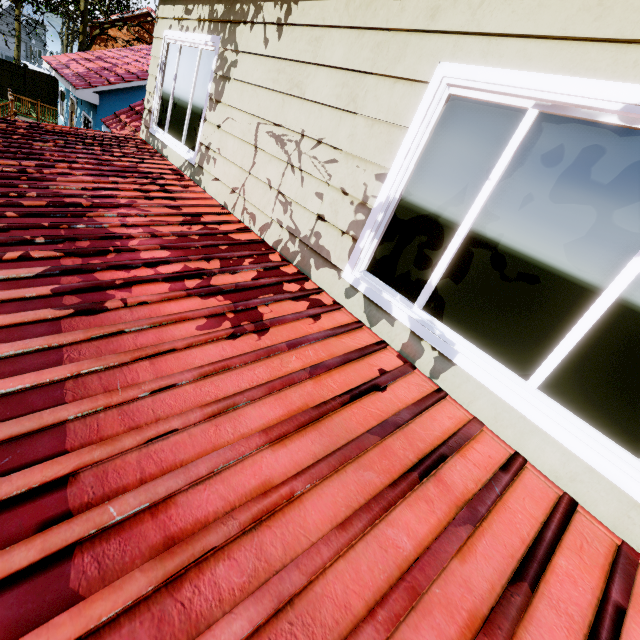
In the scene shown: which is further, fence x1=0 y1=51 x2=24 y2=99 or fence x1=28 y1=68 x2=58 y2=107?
fence x1=28 y1=68 x2=58 y2=107

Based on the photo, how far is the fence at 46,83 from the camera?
23.47m

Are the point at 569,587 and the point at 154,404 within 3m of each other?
yes

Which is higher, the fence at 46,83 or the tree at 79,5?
the tree at 79,5

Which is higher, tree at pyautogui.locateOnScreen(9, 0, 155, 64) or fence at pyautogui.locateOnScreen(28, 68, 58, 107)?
tree at pyautogui.locateOnScreen(9, 0, 155, 64)

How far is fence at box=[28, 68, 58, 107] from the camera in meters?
23.5 m

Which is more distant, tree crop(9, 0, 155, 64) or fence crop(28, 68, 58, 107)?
fence crop(28, 68, 58, 107)
